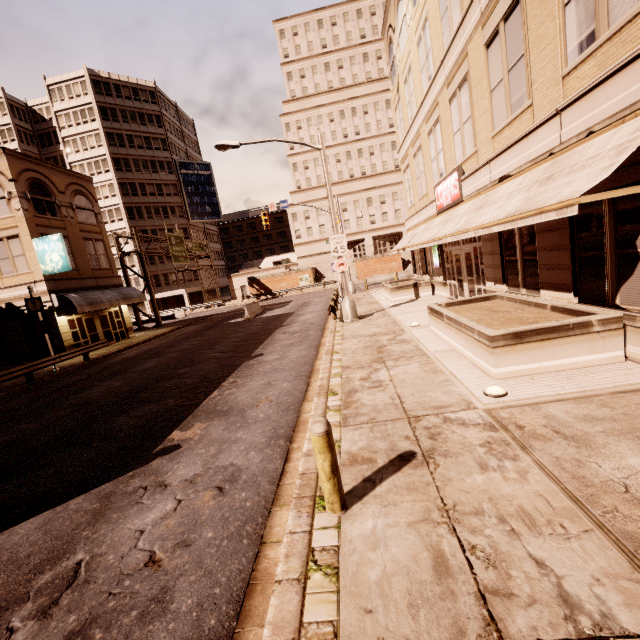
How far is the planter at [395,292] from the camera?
20.1m

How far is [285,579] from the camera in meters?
3.1

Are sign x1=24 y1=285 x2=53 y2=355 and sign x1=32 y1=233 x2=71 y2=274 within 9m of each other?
yes

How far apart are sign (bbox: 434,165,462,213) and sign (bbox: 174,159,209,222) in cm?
5145

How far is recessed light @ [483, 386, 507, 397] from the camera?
5.9 meters

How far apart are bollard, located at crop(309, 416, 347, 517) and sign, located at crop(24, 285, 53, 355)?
19.94m

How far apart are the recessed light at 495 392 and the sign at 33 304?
21.1 meters

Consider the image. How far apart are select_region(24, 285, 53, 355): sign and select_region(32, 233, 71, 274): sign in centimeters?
354cm
